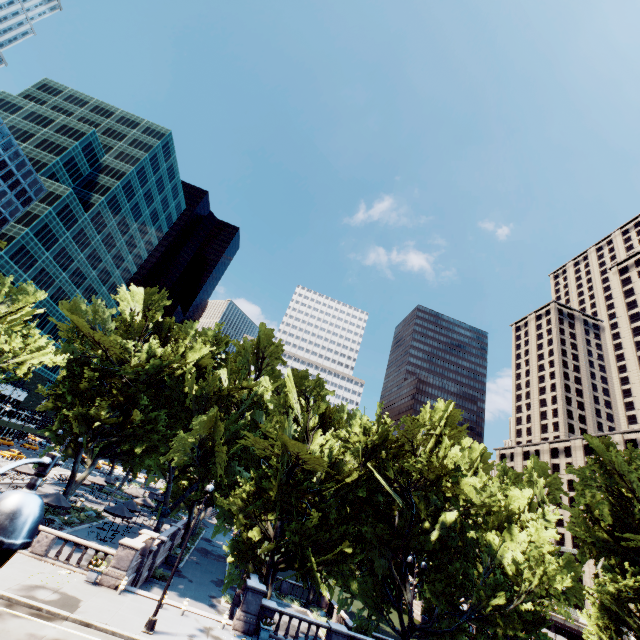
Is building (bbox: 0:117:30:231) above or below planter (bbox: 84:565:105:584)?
above

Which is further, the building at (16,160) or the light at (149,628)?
the building at (16,160)

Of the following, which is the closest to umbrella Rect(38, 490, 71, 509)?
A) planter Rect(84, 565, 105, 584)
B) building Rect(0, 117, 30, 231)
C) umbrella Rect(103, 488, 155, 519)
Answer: planter Rect(84, 565, 105, 584)

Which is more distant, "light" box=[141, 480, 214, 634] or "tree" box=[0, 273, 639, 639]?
"tree" box=[0, 273, 639, 639]

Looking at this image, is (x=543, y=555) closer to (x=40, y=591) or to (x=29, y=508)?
(x=40, y=591)

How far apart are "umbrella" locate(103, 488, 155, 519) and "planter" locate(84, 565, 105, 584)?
15.2 meters

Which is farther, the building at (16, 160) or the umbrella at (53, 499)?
the building at (16, 160)

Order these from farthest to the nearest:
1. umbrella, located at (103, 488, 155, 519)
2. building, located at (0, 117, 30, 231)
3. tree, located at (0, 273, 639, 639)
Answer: building, located at (0, 117, 30, 231)
umbrella, located at (103, 488, 155, 519)
tree, located at (0, 273, 639, 639)
